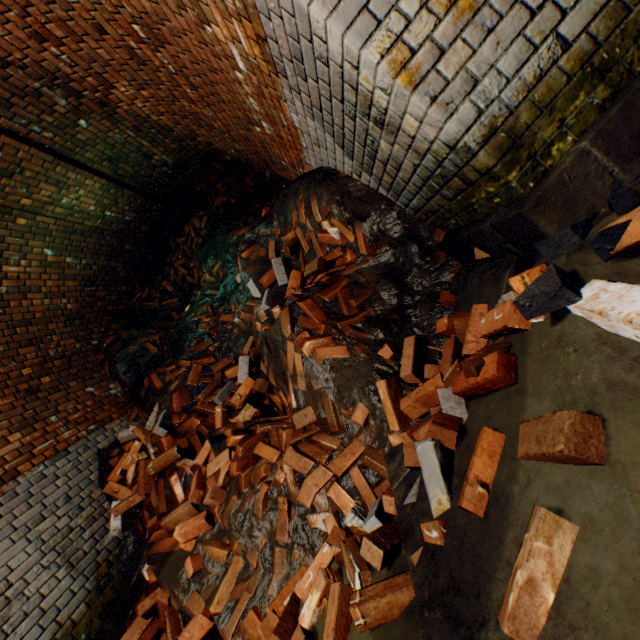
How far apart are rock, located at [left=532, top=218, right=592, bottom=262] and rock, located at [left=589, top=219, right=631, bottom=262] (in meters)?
0.16

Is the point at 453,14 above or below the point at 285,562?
above

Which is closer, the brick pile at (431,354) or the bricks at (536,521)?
the bricks at (536,521)

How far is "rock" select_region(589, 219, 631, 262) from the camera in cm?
96

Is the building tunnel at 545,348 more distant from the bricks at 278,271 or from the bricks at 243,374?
the bricks at 243,374

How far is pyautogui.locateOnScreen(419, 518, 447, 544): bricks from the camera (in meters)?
1.23

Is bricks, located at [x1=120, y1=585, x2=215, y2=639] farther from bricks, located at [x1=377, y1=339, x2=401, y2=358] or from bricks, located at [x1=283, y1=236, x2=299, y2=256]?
bricks, located at [x1=283, y1=236, x2=299, y2=256]

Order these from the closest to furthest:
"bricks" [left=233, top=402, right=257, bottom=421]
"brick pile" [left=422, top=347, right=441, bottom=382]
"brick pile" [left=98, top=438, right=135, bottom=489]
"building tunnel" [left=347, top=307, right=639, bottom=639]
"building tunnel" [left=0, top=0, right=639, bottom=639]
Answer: "building tunnel" [left=347, top=307, right=639, bottom=639]
"building tunnel" [left=0, top=0, right=639, bottom=639]
"brick pile" [left=422, top=347, right=441, bottom=382]
"bricks" [left=233, top=402, right=257, bottom=421]
"brick pile" [left=98, top=438, right=135, bottom=489]
